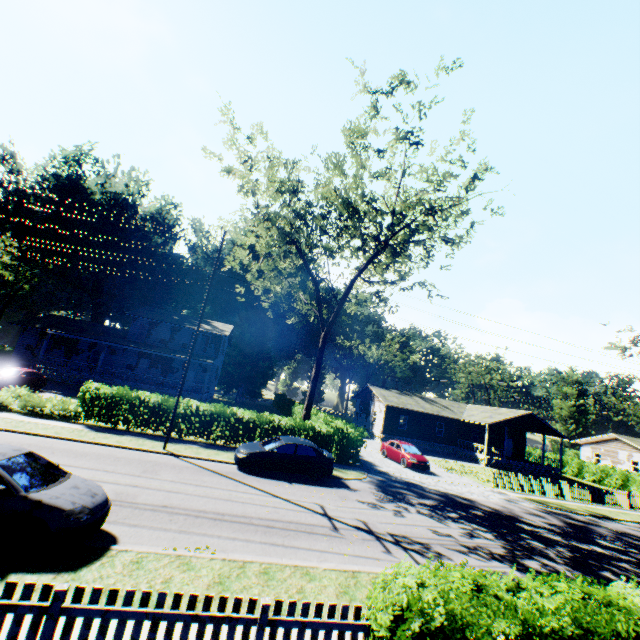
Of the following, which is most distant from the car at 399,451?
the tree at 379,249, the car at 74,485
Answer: the car at 74,485

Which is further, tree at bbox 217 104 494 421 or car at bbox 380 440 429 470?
car at bbox 380 440 429 470

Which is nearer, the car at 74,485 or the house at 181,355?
the car at 74,485

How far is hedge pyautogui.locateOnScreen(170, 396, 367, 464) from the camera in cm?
1908

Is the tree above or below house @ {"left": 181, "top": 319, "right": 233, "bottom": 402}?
above

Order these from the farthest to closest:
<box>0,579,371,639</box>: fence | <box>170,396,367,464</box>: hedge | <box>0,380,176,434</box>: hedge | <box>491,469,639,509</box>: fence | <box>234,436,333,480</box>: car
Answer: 1. <box>491,469,639,509</box>: fence
2. <box>170,396,367,464</box>: hedge
3. <box>0,380,176,434</box>: hedge
4. <box>234,436,333,480</box>: car
5. <box>0,579,371,639</box>: fence

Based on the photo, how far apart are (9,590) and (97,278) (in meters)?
57.38

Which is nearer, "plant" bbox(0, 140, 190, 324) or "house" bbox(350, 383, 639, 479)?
"house" bbox(350, 383, 639, 479)
